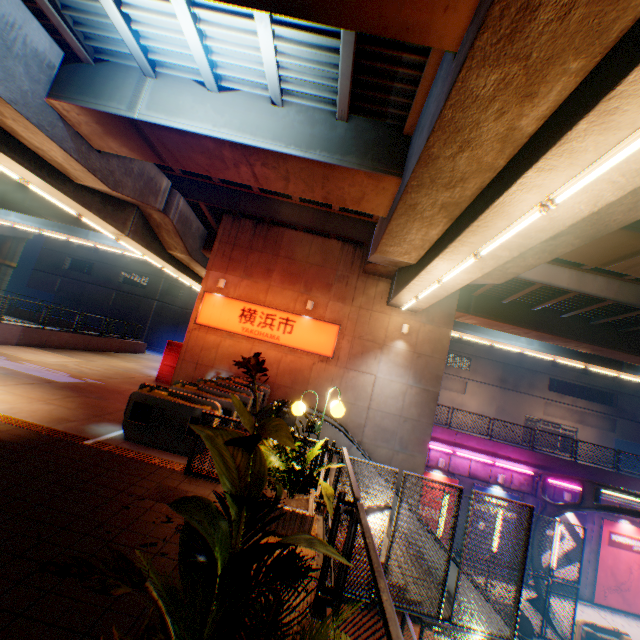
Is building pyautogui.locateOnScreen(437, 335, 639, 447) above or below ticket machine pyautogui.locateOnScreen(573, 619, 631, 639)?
above

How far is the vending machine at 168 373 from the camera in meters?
15.2 m

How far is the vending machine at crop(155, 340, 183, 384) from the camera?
15.2 meters

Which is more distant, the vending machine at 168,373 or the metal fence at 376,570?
the vending machine at 168,373

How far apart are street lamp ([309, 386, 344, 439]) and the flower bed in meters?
0.4

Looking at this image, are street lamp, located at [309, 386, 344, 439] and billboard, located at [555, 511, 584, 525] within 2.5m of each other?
no

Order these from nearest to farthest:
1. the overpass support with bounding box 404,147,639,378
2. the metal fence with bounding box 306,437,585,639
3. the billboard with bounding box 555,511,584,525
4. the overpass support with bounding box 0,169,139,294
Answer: the metal fence with bounding box 306,437,585,639 < the overpass support with bounding box 404,147,639,378 < the billboard with bounding box 555,511,584,525 < the overpass support with bounding box 0,169,139,294

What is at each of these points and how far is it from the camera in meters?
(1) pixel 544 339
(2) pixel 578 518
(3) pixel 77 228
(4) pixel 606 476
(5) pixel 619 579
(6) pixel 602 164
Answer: (1) overpass support, 20.0 m
(2) billboard, 17.8 m
(3) overpass support, 25.5 m
(4) concrete block, 18.3 m
(5) billboard, 17.4 m
(6) street lamp, 4.3 m
